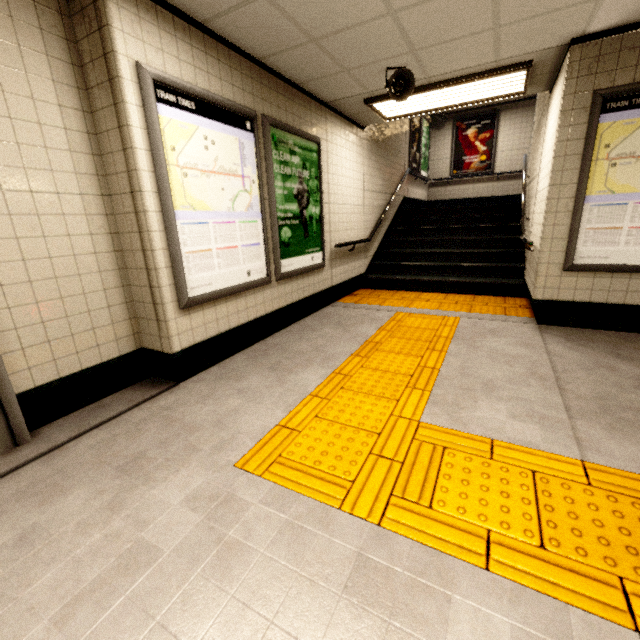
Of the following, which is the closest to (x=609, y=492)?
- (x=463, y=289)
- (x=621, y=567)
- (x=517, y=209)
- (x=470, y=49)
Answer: (x=621, y=567)

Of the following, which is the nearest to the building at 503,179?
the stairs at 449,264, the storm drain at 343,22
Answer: the stairs at 449,264

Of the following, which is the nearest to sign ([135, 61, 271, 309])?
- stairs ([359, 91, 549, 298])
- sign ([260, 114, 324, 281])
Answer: sign ([260, 114, 324, 281])

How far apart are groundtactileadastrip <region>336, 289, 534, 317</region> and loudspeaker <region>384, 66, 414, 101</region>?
2.8 meters

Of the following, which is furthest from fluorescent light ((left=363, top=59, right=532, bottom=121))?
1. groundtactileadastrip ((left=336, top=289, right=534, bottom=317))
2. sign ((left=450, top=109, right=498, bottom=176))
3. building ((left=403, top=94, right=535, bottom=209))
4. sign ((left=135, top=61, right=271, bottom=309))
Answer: sign ((left=450, top=109, right=498, bottom=176))

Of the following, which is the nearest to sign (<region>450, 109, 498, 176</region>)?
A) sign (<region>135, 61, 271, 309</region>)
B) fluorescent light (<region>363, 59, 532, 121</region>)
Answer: fluorescent light (<region>363, 59, 532, 121</region>)

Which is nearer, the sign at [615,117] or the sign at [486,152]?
the sign at [615,117]

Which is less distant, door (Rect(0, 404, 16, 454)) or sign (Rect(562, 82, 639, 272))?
door (Rect(0, 404, 16, 454))
